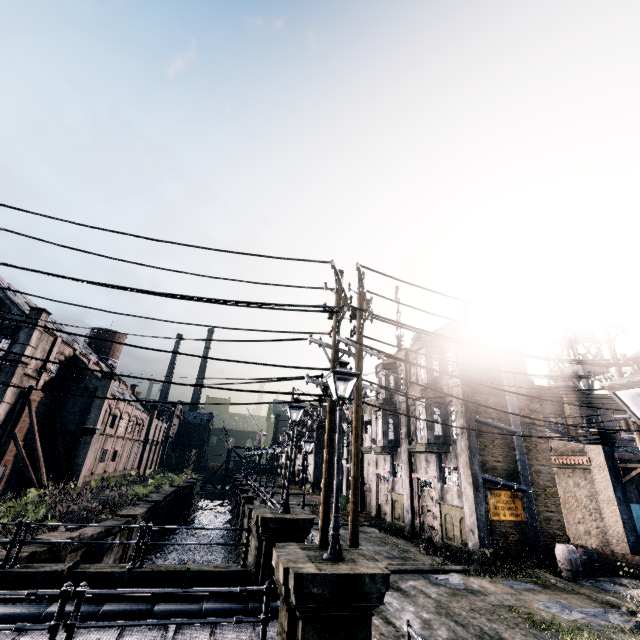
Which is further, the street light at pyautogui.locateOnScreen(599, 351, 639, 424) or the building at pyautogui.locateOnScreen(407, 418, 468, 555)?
the building at pyautogui.locateOnScreen(407, 418, 468, 555)

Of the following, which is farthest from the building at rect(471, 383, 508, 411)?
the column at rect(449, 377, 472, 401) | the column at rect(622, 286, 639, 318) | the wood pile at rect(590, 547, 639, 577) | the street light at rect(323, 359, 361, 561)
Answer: the street light at rect(323, 359, 361, 561)

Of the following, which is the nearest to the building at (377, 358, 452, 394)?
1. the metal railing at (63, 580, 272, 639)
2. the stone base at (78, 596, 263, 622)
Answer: the stone base at (78, 596, 263, 622)

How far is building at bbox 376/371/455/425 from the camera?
21.06m

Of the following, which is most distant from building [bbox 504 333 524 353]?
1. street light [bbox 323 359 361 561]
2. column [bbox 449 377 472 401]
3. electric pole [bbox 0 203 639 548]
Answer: → street light [bbox 323 359 361 561]

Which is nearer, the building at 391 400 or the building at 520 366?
the building at 520 366

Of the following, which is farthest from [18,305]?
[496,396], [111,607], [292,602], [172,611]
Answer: [496,396]
